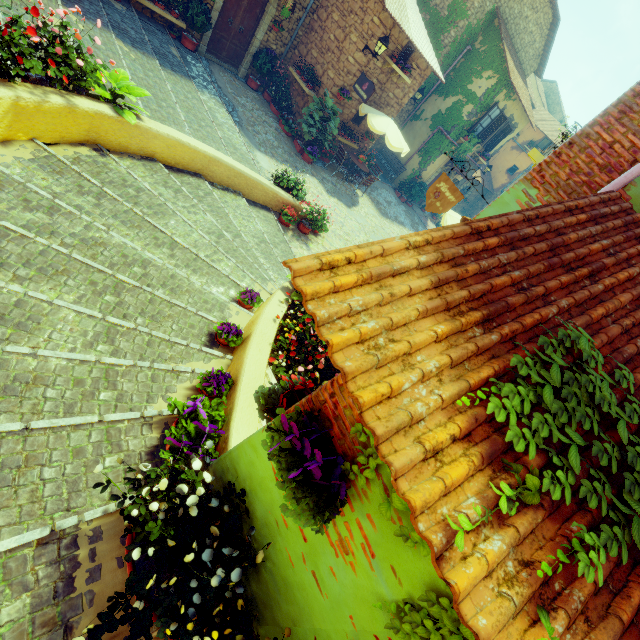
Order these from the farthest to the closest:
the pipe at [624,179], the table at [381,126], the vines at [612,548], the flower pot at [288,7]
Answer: the table at [381,126] < the flower pot at [288,7] < the pipe at [624,179] < the vines at [612,548]

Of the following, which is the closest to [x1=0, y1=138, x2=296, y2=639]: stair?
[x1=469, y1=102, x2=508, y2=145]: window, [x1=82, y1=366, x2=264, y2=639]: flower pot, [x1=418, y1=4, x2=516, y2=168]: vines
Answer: [x1=82, y1=366, x2=264, y2=639]: flower pot

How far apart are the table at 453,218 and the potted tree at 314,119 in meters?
5.3 m

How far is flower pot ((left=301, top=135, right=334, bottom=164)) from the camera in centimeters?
1216cm

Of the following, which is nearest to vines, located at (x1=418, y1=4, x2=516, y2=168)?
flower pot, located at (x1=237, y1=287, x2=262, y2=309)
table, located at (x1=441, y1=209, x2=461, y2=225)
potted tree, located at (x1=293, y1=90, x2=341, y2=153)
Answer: potted tree, located at (x1=293, y1=90, x2=341, y2=153)

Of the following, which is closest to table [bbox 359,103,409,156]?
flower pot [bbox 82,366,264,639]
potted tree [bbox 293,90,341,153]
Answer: potted tree [bbox 293,90,341,153]

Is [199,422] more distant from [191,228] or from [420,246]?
[191,228]

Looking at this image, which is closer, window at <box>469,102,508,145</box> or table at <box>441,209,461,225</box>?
table at <box>441,209,461,225</box>
